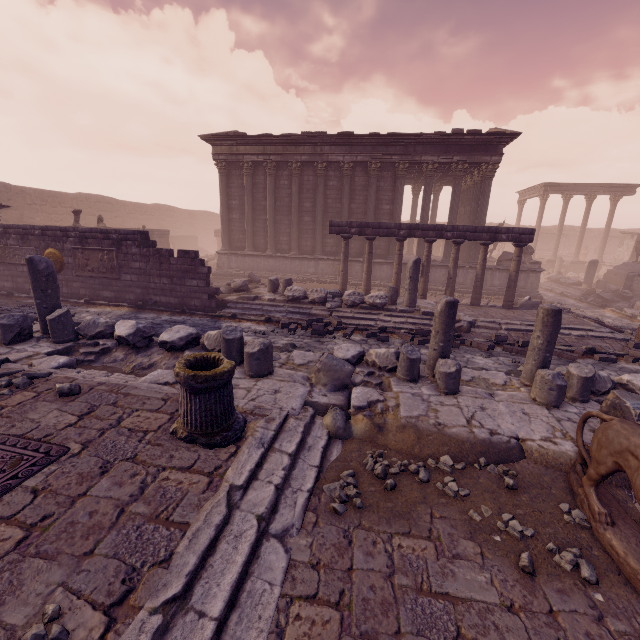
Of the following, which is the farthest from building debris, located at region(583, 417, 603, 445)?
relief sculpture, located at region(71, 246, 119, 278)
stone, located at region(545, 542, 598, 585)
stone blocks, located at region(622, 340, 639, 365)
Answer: relief sculpture, located at region(71, 246, 119, 278)

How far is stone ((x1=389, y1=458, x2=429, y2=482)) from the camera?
3.74m

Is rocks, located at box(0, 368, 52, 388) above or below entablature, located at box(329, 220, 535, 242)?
below

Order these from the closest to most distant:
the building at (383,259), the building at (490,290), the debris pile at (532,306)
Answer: the debris pile at (532,306), the building at (490,290), the building at (383,259)

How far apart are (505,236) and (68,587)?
13.9 meters

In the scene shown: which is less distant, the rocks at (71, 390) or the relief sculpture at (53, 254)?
the rocks at (71, 390)

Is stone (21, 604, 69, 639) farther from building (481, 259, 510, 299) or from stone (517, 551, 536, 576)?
building (481, 259, 510, 299)

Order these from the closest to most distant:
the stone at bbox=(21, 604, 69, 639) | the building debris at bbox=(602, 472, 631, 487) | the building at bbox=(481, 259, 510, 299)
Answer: the stone at bbox=(21, 604, 69, 639) → the building debris at bbox=(602, 472, 631, 487) → the building at bbox=(481, 259, 510, 299)
